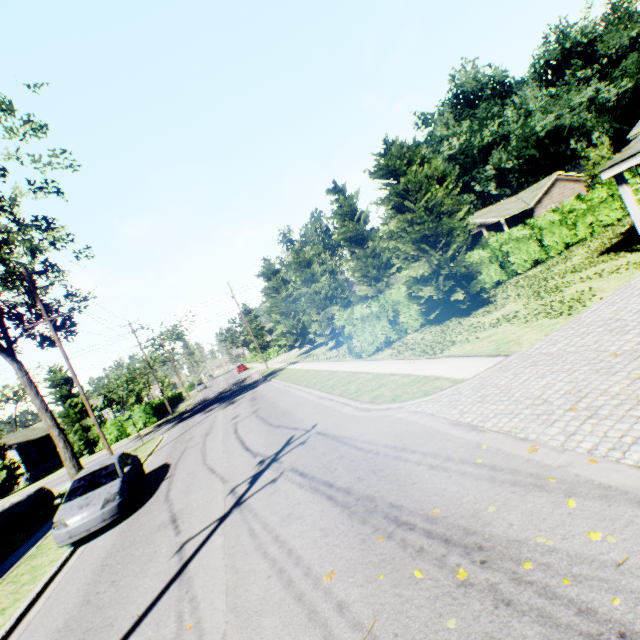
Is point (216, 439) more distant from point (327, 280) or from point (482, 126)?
point (482, 126)

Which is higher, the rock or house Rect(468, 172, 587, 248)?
house Rect(468, 172, 587, 248)

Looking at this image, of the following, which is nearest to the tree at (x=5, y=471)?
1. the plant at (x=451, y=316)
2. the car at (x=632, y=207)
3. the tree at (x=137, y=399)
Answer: the tree at (x=137, y=399)

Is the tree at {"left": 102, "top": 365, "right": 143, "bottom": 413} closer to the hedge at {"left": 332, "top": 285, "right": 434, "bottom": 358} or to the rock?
the rock

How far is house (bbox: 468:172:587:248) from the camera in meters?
35.3

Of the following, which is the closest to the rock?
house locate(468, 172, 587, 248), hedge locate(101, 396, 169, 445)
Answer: hedge locate(101, 396, 169, 445)

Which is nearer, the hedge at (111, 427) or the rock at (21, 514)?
the rock at (21, 514)

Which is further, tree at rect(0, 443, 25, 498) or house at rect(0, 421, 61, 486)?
house at rect(0, 421, 61, 486)
